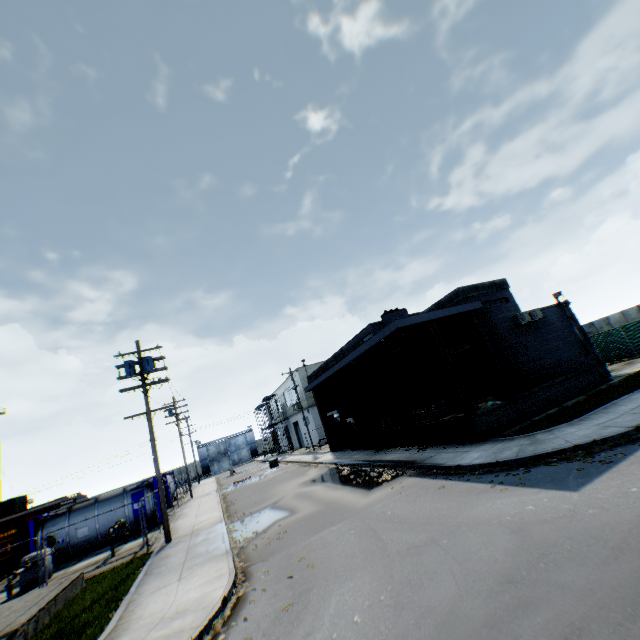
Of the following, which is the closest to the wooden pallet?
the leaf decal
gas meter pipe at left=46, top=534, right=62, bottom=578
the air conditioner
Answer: the air conditioner

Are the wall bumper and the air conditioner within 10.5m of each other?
yes

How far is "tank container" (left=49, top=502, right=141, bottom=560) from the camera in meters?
19.3

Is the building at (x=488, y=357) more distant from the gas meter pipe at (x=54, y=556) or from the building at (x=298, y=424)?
the gas meter pipe at (x=54, y=556)

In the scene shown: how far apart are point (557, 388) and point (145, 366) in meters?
20.6

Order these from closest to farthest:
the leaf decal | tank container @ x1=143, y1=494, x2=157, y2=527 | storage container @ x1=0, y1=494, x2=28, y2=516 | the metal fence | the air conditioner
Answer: the leaf decal, the air conditioner, tank container @ x1=143, y1=494, x2=157, y2=527, the metal fence, storage container @ x1=0, y1=494, x2=28, y2=516

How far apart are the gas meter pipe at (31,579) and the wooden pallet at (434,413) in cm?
1938

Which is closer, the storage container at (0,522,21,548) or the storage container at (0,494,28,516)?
the storage container at (0,522,21,548)
